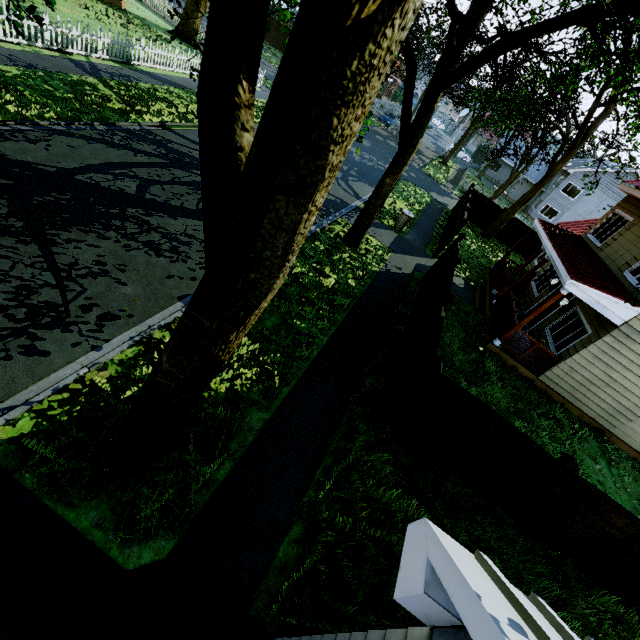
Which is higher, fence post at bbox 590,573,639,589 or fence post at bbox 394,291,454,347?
fence post at bbox 394,291,454,347

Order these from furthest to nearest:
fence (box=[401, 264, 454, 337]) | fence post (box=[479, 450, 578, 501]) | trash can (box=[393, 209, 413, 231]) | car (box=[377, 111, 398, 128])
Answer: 1. car (box=[377, 111, 398, 128])
2. trash can (box=[393, 209, 413, 231])
3. fence (box=[401, 264, 454, 337])
4. fence post (box=[479, 450, 578, 501])

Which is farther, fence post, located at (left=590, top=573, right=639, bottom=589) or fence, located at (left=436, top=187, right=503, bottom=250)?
fence, located at (left=436, top=187, right=503, bottom=250)

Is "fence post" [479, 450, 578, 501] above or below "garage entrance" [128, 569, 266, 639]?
above

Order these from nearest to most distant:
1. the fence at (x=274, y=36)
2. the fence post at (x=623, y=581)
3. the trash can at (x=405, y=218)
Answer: the fence post at (x=623, y=581), the trash can at (x=405, y=218), the fence at (x=274, y=36)

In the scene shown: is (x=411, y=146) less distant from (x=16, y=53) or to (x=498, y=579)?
(x=498, y=579)

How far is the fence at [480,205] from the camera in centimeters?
1674cm

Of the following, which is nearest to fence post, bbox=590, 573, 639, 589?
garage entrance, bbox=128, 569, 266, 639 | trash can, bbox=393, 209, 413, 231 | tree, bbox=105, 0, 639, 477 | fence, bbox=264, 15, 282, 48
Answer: fence, bbox=264, 15, 282, 48
